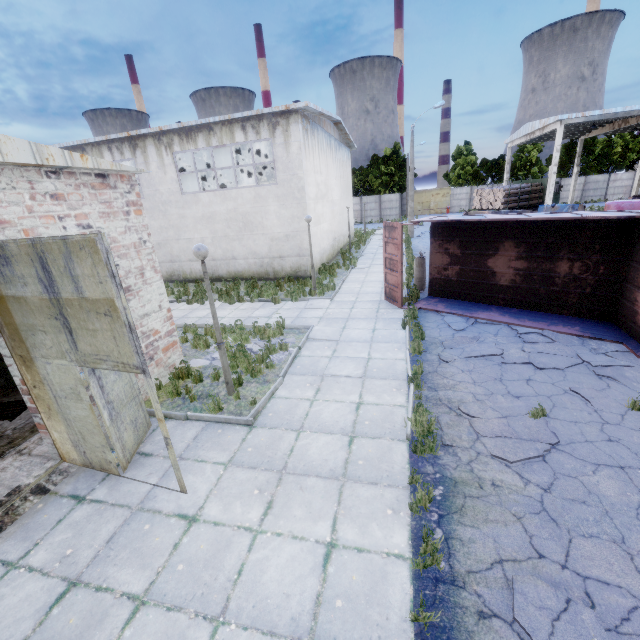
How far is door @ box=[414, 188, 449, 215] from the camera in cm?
5122

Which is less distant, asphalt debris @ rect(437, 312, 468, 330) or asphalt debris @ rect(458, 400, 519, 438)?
asphalt debris @ rect(458, 400, 519, 438)

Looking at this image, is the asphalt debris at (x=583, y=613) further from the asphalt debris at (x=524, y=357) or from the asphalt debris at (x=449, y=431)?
the asphalt debris at (x=524, y=357)

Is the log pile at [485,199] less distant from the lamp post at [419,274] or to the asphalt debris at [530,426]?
the lamp post at [419,274]

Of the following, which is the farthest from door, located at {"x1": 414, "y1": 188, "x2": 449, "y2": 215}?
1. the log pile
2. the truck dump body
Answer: the truck dump body

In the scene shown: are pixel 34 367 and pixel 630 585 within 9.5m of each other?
yes

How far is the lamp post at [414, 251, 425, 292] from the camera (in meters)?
13.34

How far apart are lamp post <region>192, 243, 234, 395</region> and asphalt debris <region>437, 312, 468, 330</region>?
6.60m
